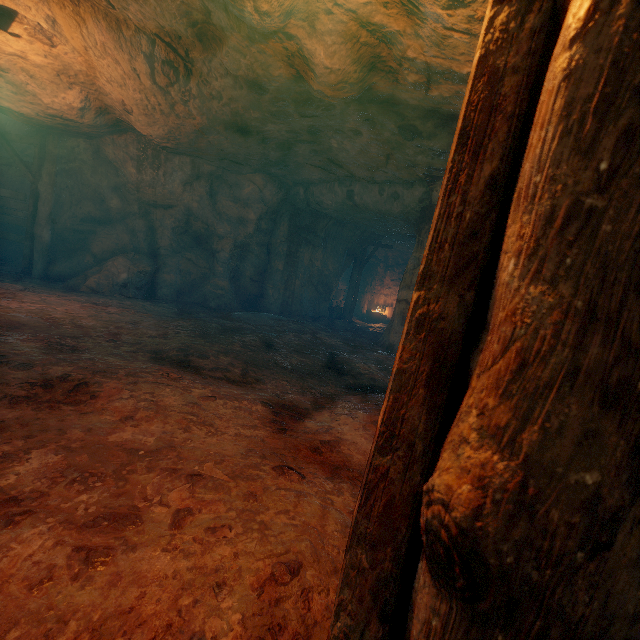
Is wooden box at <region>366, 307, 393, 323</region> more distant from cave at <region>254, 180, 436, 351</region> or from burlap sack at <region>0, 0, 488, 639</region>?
burlap sack at <region>0, 0, 488, 639</region>

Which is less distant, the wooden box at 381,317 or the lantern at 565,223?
the lantern at 565,223

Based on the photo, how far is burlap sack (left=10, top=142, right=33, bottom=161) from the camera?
11.03m

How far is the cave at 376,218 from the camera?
9.93m

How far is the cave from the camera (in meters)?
9.93

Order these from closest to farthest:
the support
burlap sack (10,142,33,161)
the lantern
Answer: the lantern < the support < burlap sack (10,142,33,161)

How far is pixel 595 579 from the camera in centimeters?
50cm

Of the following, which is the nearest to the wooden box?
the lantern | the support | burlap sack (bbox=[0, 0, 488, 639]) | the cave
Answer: the cave
